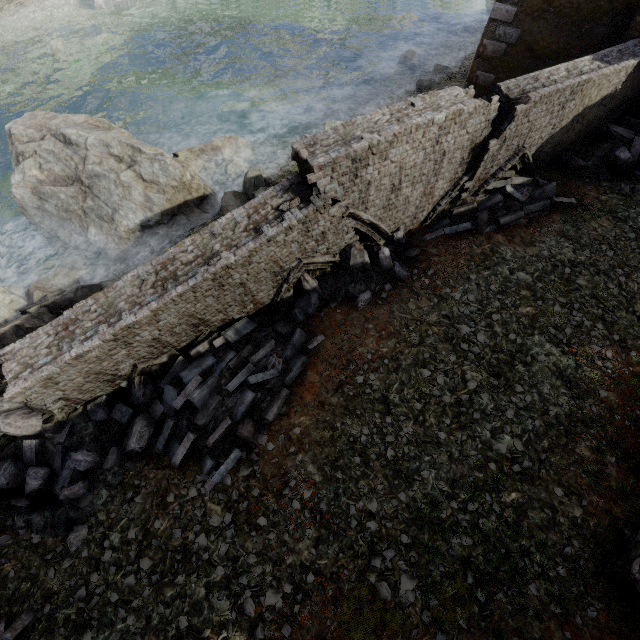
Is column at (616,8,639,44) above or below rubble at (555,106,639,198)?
above

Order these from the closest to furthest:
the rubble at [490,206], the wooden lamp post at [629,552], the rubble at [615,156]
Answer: the wooden lamp post at [629,552] → the rubble at [490,206] → the rubble at [615,156]

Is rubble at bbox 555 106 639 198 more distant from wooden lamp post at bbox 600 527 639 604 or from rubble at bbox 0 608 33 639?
rubble at bbox 0 608 33 639

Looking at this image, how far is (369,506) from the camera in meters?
5.5 m

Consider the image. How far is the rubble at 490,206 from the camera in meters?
8.2

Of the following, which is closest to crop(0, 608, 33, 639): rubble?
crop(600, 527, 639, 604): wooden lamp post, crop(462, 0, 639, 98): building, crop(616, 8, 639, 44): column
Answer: crop(462, 0, 639, 98): building

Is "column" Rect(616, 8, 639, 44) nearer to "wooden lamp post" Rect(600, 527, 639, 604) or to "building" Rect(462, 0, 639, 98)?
"building" Rect(462, 0, 639, 98)

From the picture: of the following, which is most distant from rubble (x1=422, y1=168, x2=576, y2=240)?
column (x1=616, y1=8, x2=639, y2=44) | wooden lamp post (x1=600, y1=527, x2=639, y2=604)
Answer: wooden lamp post (x1=600, y1=527, x2=639, y2=604)
